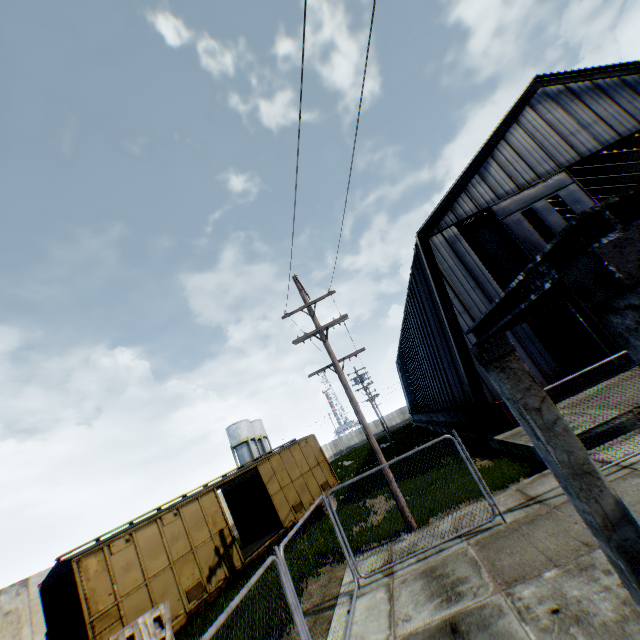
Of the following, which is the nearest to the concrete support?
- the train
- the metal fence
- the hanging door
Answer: the metal fence

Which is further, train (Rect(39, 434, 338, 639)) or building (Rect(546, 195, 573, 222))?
building (Rect(546, 195, 573, 222))

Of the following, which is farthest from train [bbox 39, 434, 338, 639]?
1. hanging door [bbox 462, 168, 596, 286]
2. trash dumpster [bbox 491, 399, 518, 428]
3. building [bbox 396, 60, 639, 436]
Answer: hanging door [bbox 462, 168, 596, 286]

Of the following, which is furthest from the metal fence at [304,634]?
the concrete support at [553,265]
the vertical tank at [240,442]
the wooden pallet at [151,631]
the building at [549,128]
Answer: the vertical tank at [240,442]

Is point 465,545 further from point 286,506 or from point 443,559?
point 286,506

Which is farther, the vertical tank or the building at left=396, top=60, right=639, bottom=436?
the vertical tank

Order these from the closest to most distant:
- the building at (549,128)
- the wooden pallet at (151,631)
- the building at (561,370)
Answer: the wooden pallet at (151,631)
the building at (561,370)
the building at (549,128)

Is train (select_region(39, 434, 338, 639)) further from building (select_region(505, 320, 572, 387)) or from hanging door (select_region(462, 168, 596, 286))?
hanging door (select_region(462, 168, 596, 286))
